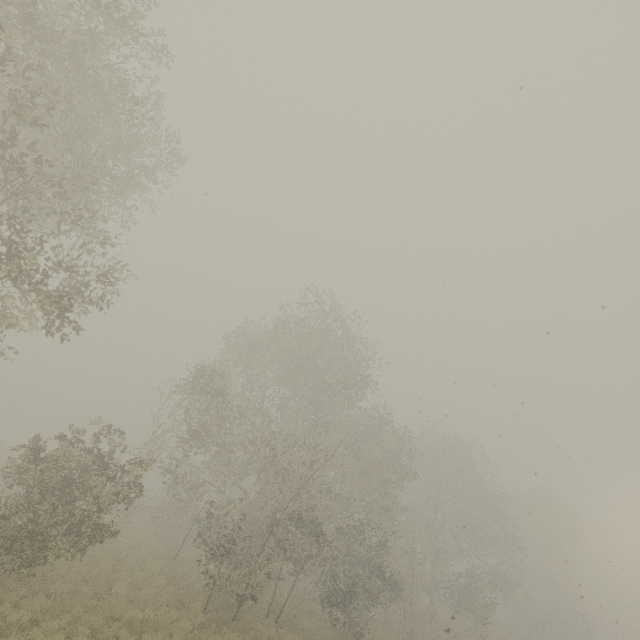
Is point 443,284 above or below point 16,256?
above
